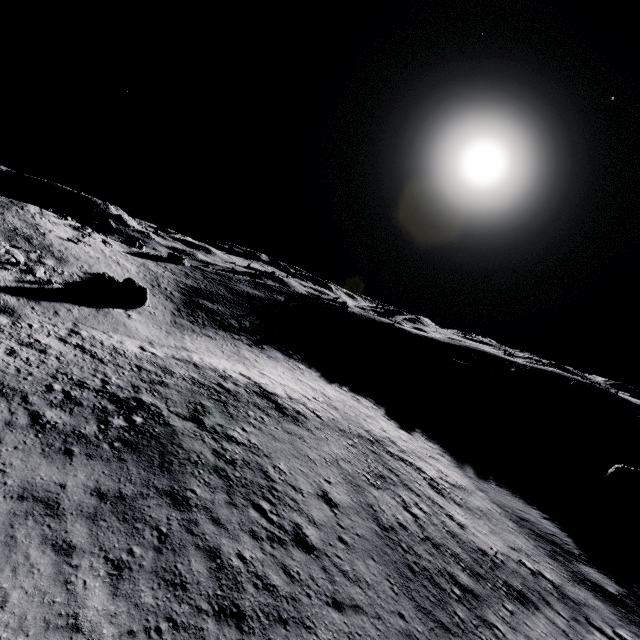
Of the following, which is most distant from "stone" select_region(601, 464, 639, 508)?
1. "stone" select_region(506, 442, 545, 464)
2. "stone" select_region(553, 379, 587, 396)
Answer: "stone" select_region(553, 379, 587, 396)

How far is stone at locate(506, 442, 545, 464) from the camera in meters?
29.1 m

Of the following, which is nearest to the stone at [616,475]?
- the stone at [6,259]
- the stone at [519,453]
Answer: the stone at [519,453]

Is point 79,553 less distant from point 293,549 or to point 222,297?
point 293,549

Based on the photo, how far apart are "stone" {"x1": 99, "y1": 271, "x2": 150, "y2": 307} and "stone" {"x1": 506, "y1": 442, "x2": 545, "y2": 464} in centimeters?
3865cm

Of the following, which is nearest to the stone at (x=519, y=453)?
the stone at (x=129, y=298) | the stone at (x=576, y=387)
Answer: the stone at (x=576, y=387)

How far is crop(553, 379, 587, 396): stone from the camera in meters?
45.6 m

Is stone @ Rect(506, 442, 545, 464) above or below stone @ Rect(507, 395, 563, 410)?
below
